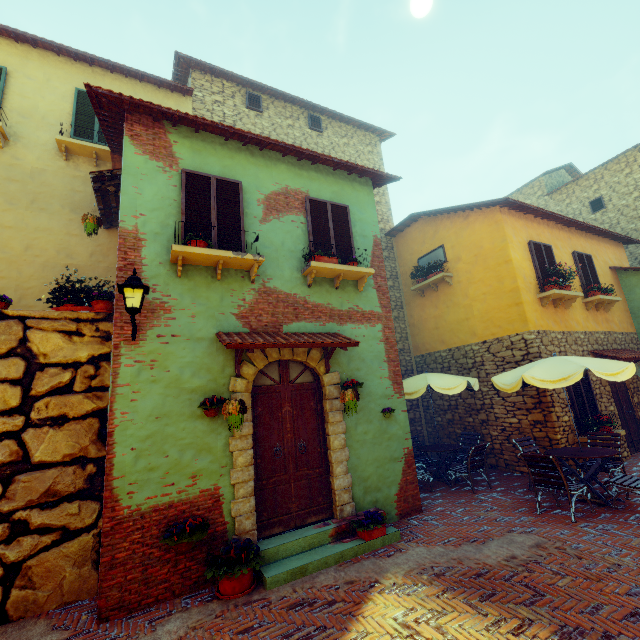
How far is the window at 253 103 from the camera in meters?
11.5

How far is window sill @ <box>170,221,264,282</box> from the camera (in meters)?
5.20

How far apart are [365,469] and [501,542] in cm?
235

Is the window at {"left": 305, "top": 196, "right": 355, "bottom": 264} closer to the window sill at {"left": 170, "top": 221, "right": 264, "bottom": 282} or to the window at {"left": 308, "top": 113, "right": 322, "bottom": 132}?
the window sill at {"left": 170, "top": 221, "right": 264, "bottom": 282}

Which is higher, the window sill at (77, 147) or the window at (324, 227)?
the window sill at (77, 147)

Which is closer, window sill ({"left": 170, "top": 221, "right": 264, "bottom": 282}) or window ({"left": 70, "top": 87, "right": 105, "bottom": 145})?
window sill ({"left": 170, "top": 221, "right": 264, "bottom": 282})

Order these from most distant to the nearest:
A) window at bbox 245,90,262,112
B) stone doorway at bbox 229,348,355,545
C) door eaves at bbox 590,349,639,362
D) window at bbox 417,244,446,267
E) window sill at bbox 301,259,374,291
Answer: window at bbox 245,90,262,112
window at bbox 417,244,446,267
door eaves at bbox 590,349,639,362
window sill at bbox 301,259,374,291
stone doorway at bbox 229,348,355,545

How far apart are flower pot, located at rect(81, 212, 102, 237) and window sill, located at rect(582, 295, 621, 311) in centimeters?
1332cm
